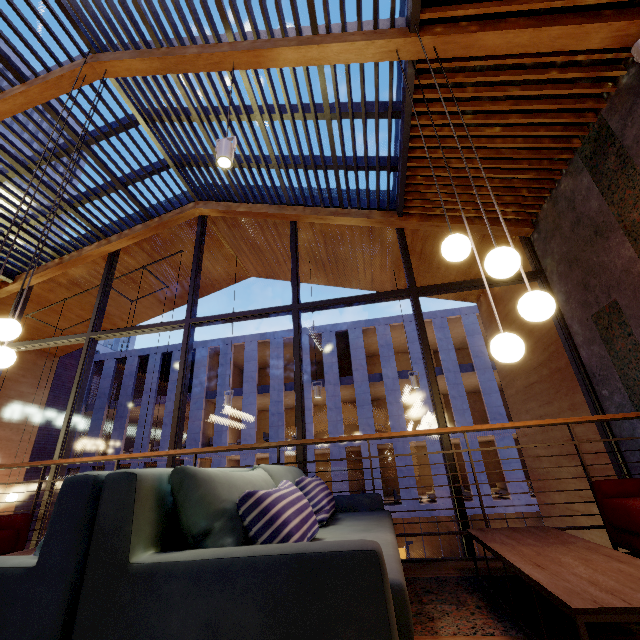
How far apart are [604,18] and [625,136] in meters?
1.1

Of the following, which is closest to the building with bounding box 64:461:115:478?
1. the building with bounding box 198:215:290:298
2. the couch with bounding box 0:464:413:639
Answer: the building with bounding box 198:215:290:298

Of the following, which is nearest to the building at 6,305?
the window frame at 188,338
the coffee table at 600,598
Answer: the window frame at 188,338

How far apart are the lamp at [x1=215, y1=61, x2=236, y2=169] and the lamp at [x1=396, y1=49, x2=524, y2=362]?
1.97m

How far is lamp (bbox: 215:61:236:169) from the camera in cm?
305

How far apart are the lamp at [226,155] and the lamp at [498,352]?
2.0m

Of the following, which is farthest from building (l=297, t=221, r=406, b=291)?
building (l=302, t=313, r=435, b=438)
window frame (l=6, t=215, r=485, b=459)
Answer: building (l=302, t=313, r=435, b=438)

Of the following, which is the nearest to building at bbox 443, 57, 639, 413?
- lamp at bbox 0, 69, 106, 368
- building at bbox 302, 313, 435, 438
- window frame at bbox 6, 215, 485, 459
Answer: window frame at bbox 6, 215, 485, 459
